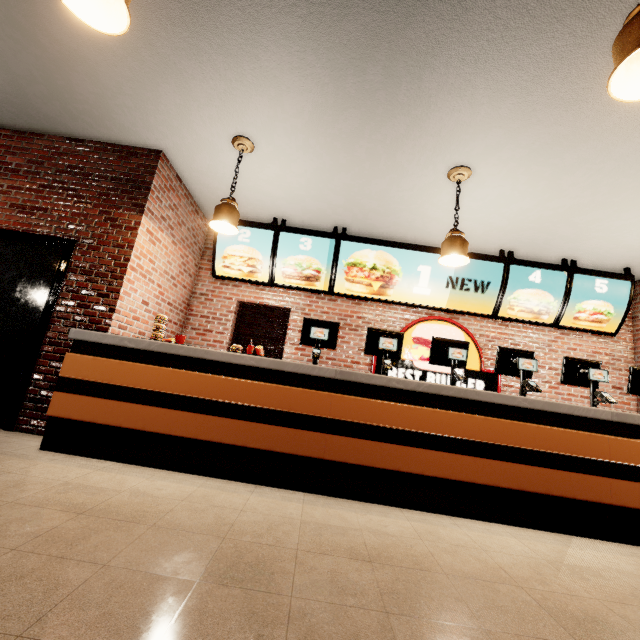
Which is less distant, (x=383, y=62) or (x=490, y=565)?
(x=490, y=565)
